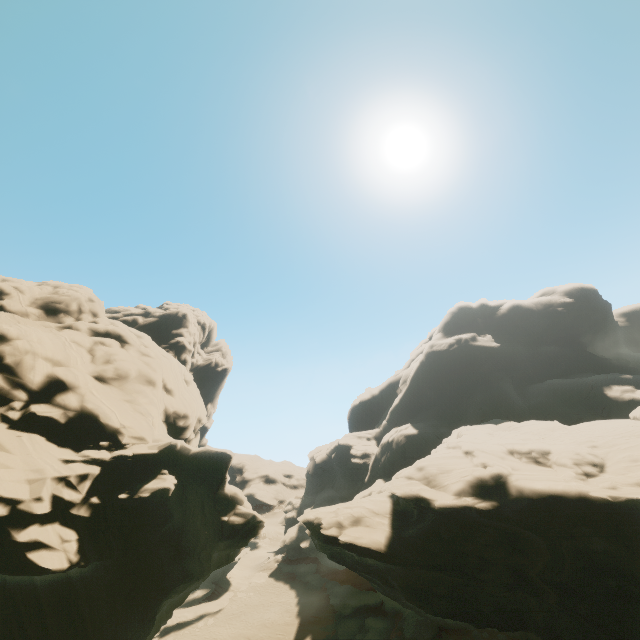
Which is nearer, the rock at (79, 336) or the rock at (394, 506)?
the rock at (79, 336)

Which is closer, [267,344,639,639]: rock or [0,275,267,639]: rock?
[0,275,267,639]: rock

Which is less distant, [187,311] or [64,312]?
[64,312]
